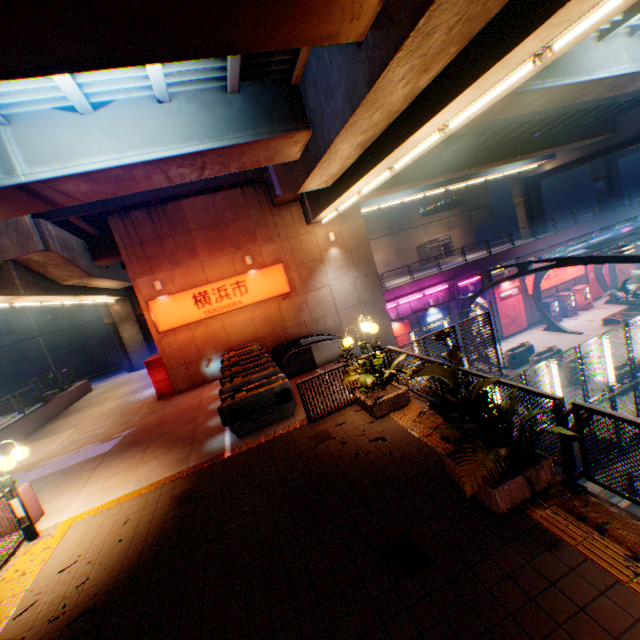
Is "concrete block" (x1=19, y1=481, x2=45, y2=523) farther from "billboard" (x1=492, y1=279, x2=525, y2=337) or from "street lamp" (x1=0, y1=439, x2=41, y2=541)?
"billboard" (x1=492, y1=279, x2=525, y2=337)

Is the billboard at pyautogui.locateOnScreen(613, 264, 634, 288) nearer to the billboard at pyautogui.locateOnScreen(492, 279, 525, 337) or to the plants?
the billboard at pyautogui.locateOnScreen(492, 279, 525, 337)

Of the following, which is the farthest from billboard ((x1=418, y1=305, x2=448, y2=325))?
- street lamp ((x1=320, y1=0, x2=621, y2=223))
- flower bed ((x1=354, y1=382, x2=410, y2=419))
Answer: flower bed ((x1=354, y1=382, x2=410, y2=419))

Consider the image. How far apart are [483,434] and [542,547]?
1.4m

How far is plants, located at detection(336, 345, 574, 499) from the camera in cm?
411

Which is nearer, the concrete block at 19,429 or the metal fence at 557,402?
the metal fence at 557,402

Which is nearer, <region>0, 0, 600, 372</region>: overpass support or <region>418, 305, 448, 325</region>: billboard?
<region>0, 0, 600, 372</region>: overpass support

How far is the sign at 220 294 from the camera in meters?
15.2
